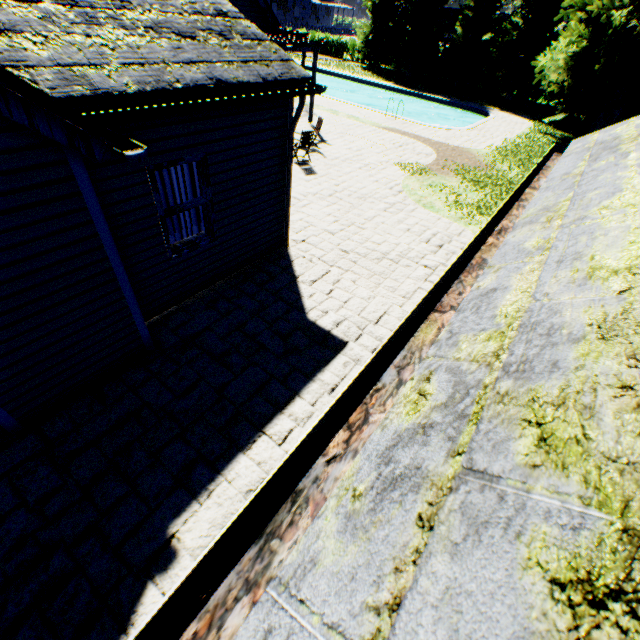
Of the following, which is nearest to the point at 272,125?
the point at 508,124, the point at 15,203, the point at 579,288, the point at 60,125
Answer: the point at 60,125

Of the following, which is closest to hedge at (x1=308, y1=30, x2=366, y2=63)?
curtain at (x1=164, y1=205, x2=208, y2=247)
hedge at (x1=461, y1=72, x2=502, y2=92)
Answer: hedge at (x1=461, y1=72, x2=502, y2=92)

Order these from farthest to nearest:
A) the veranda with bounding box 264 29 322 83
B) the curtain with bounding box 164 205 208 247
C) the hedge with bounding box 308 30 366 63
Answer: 1. the hedge with bounding box 308 30 366 63
2. the veranda with bounding box 264 29 322 83
3. the curtain with bounding box 164 205 208 247

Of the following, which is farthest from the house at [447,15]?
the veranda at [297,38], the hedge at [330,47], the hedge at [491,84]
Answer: the veranda at [297,38]

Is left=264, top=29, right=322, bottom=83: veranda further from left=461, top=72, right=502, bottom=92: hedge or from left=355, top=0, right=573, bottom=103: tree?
left=461, top=72, right=502, bottom=92: hedge

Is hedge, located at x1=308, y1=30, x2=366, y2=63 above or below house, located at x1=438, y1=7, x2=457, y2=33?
below

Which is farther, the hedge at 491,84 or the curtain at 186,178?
the hedge at 491,84

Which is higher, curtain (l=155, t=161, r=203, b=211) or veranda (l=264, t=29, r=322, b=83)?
veranda (l=264, t=29, r=322, b=83)
